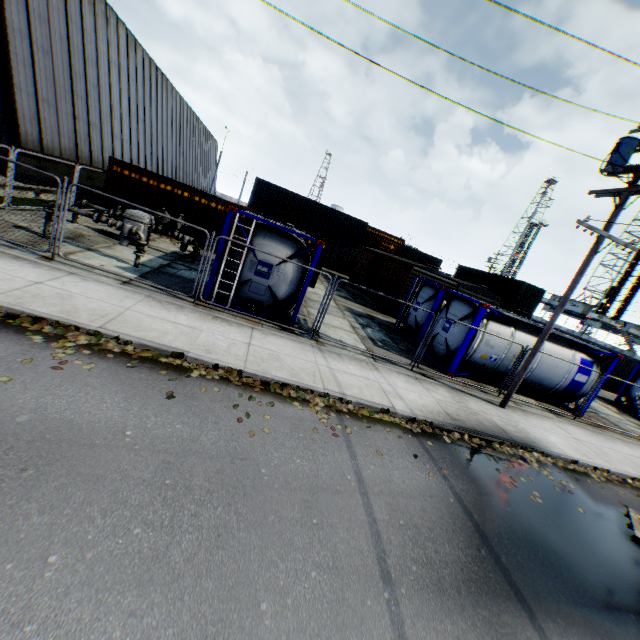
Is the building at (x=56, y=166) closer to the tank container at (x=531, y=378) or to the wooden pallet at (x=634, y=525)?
the tank container at (x=531, y=378)

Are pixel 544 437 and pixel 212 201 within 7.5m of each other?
no

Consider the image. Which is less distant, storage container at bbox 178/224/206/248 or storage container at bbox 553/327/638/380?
storage container at bbox 178/224/206/248

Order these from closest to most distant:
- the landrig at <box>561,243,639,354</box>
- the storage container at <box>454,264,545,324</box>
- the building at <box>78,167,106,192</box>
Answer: the building at <box>78,167,106,192</box>, the storage container at <box>454,264,545,324</box>, the landrig at <box>561,243,639,354</box>

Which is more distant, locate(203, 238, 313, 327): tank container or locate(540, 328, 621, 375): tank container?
locate(540, 328, 621, 375): tank container

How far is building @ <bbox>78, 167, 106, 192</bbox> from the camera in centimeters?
1908cm

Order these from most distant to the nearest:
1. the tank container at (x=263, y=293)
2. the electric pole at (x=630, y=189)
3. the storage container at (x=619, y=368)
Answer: the storage container at (x=619, y=368) < the tank container at (x=263, y=293) < the electric pole at (x=630, y=189)

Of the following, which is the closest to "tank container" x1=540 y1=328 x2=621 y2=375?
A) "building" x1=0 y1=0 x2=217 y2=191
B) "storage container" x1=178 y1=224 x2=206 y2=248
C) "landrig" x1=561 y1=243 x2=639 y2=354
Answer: "storage container" x1=178 y1=224 x2=206 y2=248
